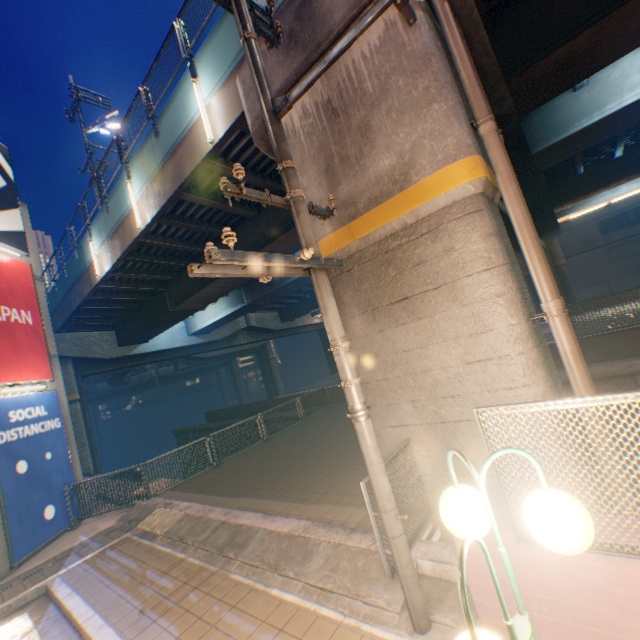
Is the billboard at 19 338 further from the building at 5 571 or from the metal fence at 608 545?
the metal fence at 608 545

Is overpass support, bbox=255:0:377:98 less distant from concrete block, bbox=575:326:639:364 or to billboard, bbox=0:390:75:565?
concrete block, bbox=575:326:639:364

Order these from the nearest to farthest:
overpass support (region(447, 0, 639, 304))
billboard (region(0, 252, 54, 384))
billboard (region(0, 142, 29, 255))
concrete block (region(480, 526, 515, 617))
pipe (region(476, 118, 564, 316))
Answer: concrete block (region(480, 526, 515, 617)) < pipe (region(476, 118, 564, 316)) < overpass support (region(447, 0, 639, 304)) < billboard (region(0, 252, 54, 384)) < billboard (region(0, 142, 29, 255))

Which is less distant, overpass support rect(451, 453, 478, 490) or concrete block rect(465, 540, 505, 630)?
concrete block rect(465, 540, 505, 630)

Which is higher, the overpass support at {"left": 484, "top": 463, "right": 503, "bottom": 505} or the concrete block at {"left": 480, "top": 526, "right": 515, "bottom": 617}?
the concrete block at {"left": 480, "top": 526, "right": 515, "bottom": 617}

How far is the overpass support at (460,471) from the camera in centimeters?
464cm

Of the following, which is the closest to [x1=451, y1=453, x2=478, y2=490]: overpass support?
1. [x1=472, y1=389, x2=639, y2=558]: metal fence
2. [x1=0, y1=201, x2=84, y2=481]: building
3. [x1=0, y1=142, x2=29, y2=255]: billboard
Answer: [x1=472, y1=389, x2=639, y2=558]: metal fence

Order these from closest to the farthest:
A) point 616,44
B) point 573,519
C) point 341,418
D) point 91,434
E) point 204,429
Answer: point 573,519
point 616,44
point 341,418
point 91,434
point 204,429
